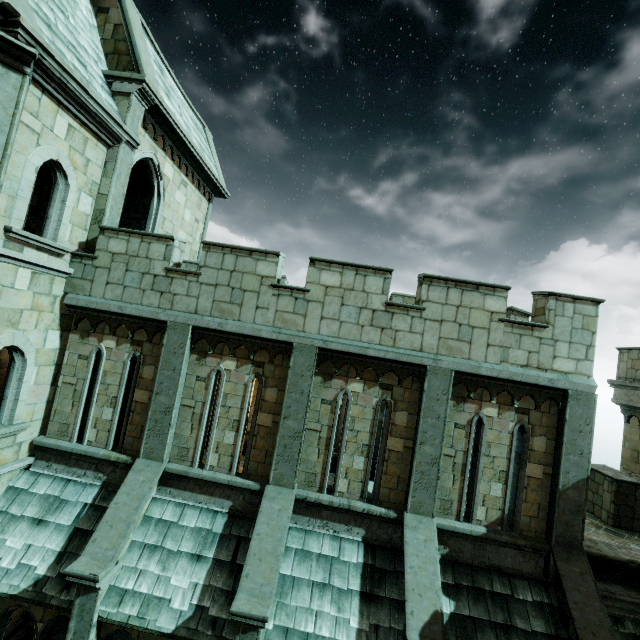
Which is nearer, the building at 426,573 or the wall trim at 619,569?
the building at 426,573

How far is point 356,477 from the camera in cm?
761

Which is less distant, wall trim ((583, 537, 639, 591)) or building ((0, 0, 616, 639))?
building ((0, 0, 616, 639))
